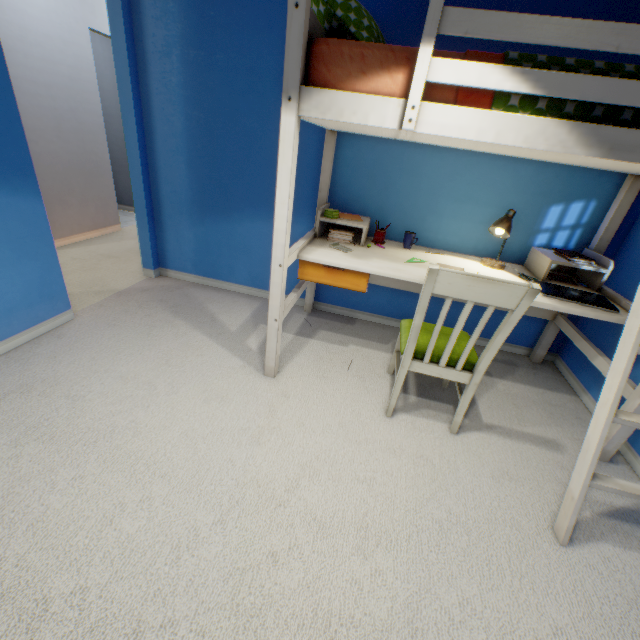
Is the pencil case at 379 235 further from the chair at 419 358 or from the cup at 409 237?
the chair at 419 358

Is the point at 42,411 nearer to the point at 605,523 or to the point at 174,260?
the point at 174,260

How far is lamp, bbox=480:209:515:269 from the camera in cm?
207

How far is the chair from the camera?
1.4 meters

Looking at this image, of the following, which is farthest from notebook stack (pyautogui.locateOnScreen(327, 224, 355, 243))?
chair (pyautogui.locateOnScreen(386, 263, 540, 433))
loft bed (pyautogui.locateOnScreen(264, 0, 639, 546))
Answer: chair (pyautogui.locateOnScreen(386, 263, 540, 433))

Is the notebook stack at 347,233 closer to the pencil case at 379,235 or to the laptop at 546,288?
the pencil case at 379,235

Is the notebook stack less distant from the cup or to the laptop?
the cup

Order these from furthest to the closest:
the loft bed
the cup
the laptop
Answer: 1. the cup
2. the laptop
3. the loft bed
